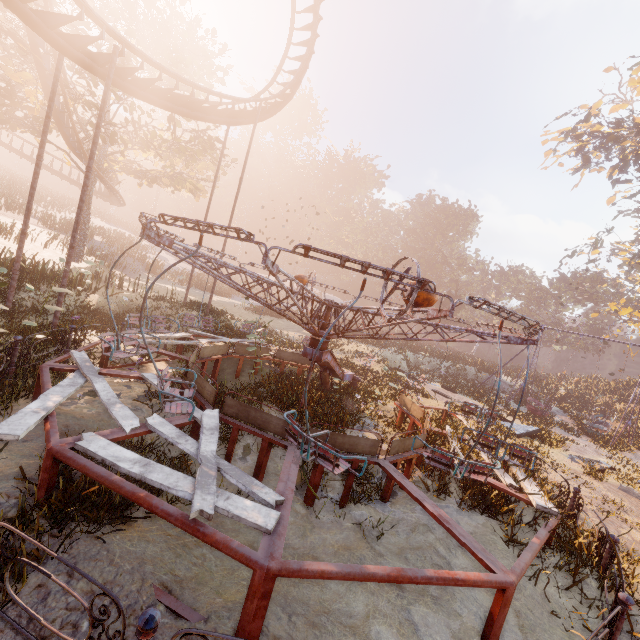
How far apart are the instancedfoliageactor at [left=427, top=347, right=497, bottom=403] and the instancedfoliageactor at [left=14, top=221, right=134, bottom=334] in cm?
3022

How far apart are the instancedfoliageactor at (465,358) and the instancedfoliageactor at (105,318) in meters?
30.2 m

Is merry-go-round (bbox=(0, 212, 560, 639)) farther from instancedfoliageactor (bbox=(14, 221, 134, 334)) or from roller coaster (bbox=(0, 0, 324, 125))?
instancedfoliageactor (bbox=(14, 221, 134, 334))

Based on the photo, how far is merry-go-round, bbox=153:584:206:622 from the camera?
3.5m

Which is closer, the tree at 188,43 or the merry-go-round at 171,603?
the merry-go-round at 171,603

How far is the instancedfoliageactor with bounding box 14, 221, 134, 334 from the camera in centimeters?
1225cm

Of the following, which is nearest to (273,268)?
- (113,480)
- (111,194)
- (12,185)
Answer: (113,480)

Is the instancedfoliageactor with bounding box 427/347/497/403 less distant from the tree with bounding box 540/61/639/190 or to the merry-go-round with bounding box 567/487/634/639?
the tree with bounding box 540/61/639/190
